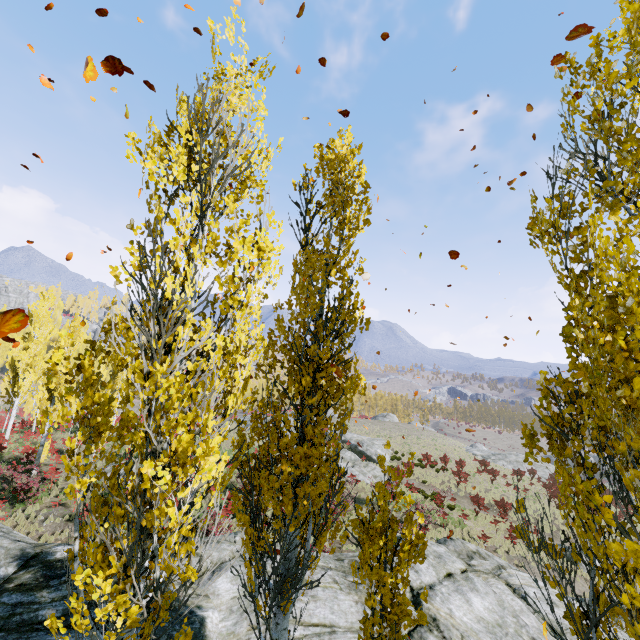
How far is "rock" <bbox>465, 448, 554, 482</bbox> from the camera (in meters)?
45.03

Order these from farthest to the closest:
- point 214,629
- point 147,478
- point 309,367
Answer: point 214,629
point 309,367
point 147,478

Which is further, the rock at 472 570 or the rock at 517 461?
the rock at 517 461

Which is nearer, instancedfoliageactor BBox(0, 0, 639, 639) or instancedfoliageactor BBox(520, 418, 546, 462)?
instancedfoliageactor BBox(0, 0, 639, 639)

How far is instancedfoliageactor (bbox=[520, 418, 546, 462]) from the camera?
3.4m

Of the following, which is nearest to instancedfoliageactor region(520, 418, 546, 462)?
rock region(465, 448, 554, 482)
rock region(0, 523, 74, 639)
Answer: rock region(0, 523, 74, 639)

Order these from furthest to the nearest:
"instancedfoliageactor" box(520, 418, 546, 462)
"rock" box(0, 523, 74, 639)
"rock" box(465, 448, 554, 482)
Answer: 1. "rock" box(465, 448, 554, 482)
2. "rock" box(0, 523, 74, 639)
3. "instancedfoliageactor" box(520, 418, 546, 462)

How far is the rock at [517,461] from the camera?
45.0 meters
